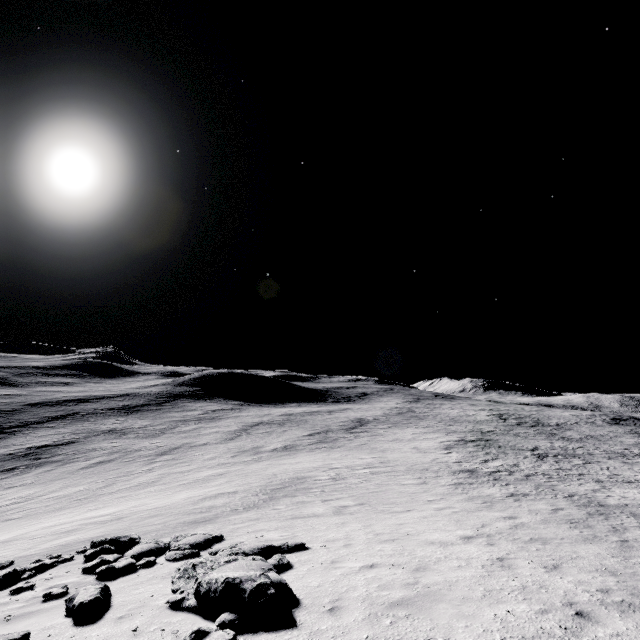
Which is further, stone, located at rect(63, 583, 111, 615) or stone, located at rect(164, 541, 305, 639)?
stone, located at rect(63, 583, 111, 615)

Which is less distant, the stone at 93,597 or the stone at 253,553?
the stone at 253,553

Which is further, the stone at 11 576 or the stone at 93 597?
the stone at 11 576

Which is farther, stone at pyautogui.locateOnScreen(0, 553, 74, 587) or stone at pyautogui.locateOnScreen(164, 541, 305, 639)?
stone at pyautogui.locateOnScreen(0, 553, 74, 587)

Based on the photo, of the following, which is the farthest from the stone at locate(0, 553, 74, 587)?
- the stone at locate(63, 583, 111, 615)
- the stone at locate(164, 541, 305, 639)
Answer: the stone at locate(164, 541, 305, 639)

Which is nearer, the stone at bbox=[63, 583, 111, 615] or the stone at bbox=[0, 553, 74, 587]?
the stone at bbox=[63, 583, 111, 615]

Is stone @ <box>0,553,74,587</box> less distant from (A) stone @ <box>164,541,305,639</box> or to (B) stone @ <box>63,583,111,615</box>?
(B) stone @ <box>63,583,111,615</box>

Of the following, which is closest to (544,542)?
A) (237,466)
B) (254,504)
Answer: (254,504)
